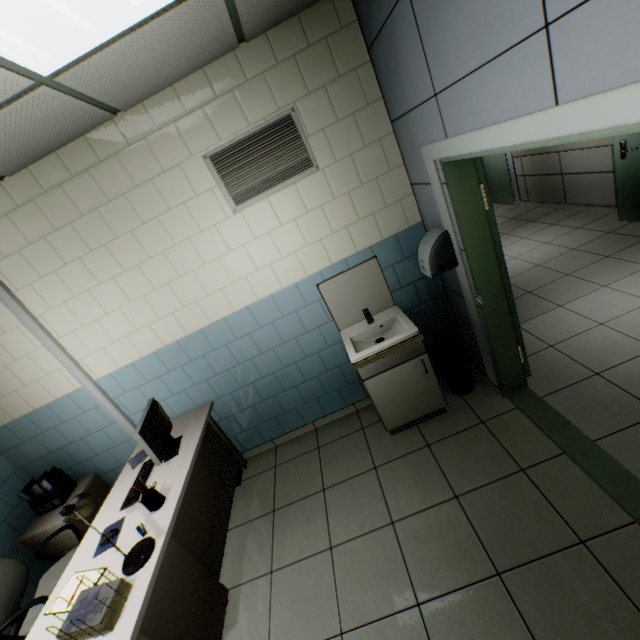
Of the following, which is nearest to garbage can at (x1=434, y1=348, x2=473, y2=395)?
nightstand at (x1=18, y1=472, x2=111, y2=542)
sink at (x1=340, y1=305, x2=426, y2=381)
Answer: sink at (x1=340, y1=305, x2=426, y2=381)

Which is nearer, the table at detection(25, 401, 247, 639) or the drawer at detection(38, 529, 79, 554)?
the table at detection(25, 401, 247, 639)

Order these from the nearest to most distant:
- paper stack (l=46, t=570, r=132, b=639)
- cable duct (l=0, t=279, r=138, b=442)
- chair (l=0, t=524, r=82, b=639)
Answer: paper stack (l=46, t=570, r=132, b=639) < chair (l=0, t=524, r=82, b=639) < cable duct (l=0, t=279, r=138, b=442)

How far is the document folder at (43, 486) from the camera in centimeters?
313cm

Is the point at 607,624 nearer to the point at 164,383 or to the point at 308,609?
the point at 308,609

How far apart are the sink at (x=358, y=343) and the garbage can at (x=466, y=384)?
0.10m

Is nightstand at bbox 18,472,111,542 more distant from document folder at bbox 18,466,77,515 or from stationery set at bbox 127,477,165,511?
stationery set at bbox 127,477,165,511

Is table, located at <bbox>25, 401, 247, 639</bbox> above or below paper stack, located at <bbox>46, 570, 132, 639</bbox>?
below
